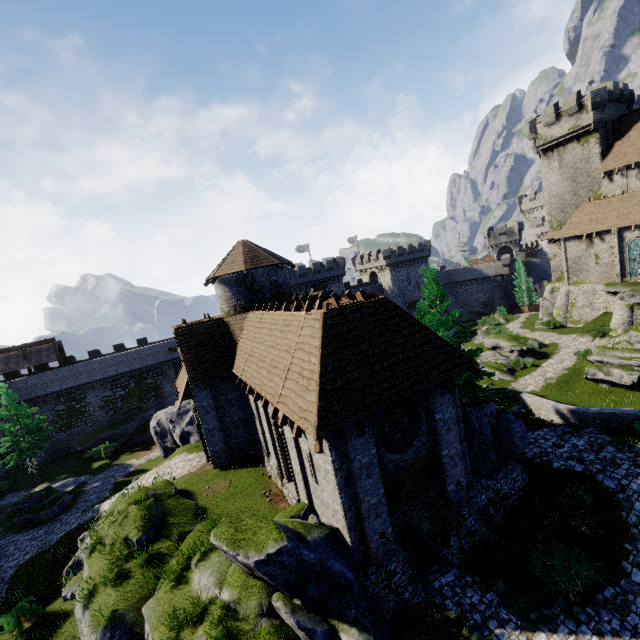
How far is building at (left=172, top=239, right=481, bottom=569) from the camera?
10.5 meters

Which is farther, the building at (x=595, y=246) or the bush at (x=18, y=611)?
the building at (x=595, y=246)

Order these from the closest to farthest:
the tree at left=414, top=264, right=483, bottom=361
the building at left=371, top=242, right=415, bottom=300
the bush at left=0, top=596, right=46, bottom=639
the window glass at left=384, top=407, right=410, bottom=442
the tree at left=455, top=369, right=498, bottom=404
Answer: the window glass at left=384, top=407, right=410, bottom=442
the tree at left=455, top=369, right=498, bottom=404
the tree at left=414, top=264, right=483, bottom=361
the bush at left=0, top=596, right=46, bottom=639
the building at left=371, top=242, right=415, bottom=300

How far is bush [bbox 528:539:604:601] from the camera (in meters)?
10.49

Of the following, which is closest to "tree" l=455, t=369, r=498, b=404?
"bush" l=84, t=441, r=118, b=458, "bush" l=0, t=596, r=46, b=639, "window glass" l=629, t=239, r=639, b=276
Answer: "bush" l=0, t=596, r=46, b=639

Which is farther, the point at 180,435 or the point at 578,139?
the point at 578,139

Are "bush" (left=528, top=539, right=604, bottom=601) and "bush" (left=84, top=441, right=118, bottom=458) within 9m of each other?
no

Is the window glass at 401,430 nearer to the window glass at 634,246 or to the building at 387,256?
the window glass at 634,246
